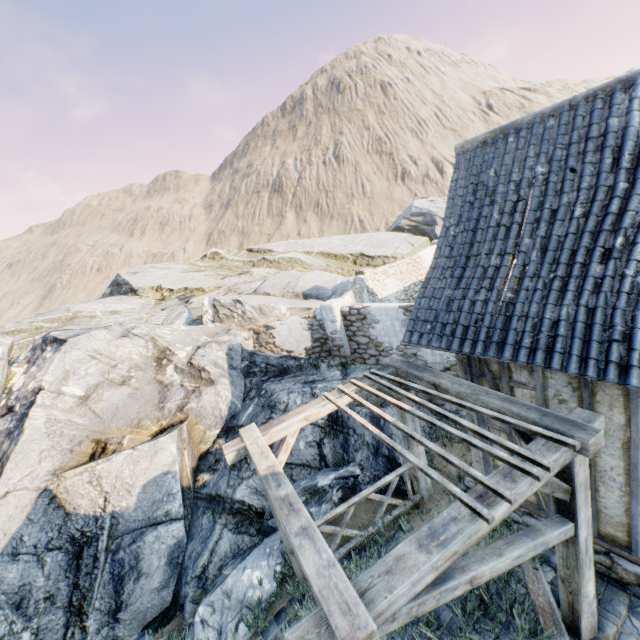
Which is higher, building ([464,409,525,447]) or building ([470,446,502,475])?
building ([464,409,525,447])

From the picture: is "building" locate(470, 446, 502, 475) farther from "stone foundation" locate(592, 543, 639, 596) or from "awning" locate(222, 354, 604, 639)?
"awning" locate(222, 354, 604, 639)

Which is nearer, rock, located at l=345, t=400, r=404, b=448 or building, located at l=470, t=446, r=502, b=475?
building, located at l=470, t=446, r=502, b=475

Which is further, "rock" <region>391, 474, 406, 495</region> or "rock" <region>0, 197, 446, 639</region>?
"rock" <region>391, 474, 406, 495</region>

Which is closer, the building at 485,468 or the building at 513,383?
the building at 513,383

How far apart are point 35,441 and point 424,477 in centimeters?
817cm

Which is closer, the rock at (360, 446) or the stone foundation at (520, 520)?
the stone foundation at (520, 520)

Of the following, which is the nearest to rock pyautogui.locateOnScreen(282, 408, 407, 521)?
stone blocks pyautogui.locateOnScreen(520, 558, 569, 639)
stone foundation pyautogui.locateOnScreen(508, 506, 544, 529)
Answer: stone blocks pyautogui.locateOnScreen(520, 558, 569, 639)
